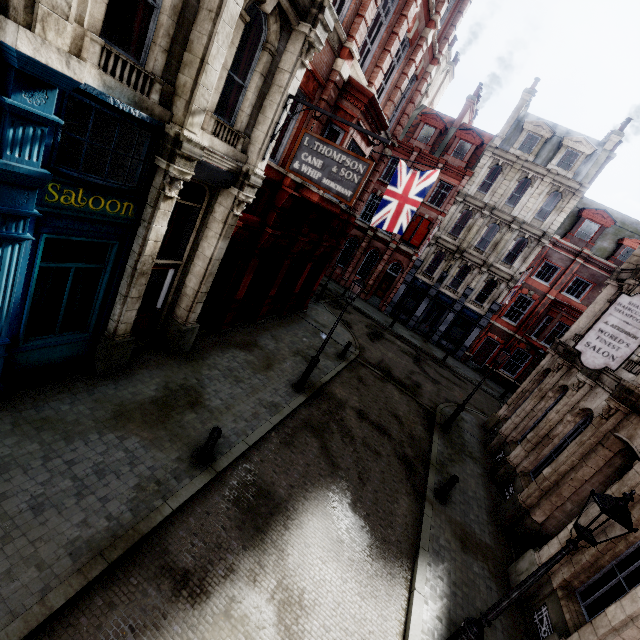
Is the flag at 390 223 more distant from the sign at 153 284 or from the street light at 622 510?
the street light at 622 510

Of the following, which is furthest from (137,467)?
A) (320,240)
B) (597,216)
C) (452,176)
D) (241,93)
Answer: (597,216)

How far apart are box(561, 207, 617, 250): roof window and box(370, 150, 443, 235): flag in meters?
19.1

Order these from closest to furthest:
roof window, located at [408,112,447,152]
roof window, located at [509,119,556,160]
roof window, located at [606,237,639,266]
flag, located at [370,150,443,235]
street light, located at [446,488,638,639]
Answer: street light, located at [446,488,638,639], flag, located at [370,150,443,235], roof window, located at [606,237,639,266], roof window, located at [509,119,556,160], roof window, located at [408,112,447,152]

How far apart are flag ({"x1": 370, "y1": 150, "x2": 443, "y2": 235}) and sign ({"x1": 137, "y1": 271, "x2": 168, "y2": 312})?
9.0m

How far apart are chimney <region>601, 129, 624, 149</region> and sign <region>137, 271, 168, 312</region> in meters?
33.9 m

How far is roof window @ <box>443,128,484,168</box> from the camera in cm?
2742

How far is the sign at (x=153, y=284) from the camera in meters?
9.0
